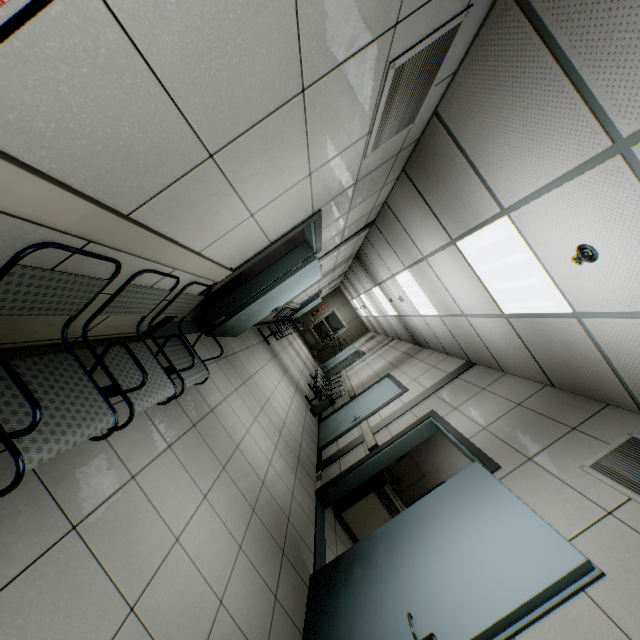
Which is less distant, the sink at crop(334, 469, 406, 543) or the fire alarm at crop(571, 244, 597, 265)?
the fire alarm at crop(571, 244, 597, 265)

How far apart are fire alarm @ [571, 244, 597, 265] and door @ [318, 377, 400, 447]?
4.6 meters

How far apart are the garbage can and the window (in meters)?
9.40

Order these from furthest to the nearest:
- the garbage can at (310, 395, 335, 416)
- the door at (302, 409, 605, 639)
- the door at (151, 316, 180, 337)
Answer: the garbage can at (310, 395, 335, 416) → the door at (151, 316, 180, 337) → the door at (302, 409, 605, 639)

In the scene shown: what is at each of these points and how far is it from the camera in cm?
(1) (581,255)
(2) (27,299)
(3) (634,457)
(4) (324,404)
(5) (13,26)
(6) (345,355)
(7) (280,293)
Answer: (1) fire alarm, 216
(2) chair, 129
(3) ventilation grill, 234
(4) garbage can, 807
(5) fire extinguisher, 54
(6) door, 1428
(7) door, 525

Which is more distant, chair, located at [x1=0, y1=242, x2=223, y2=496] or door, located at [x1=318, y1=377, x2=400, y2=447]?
door, located at [x1=318, y1=377, x2=400, y2=447]

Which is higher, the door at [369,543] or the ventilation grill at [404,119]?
the ventilation grill at [404,119]

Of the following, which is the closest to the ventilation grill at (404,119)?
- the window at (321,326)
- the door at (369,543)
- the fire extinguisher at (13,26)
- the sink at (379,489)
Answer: the fire extinguisher at (13,26)
